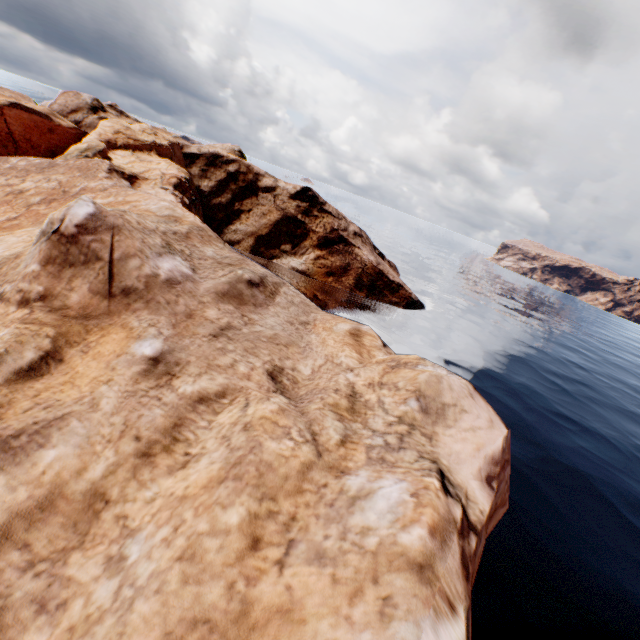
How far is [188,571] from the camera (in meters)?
4.71
